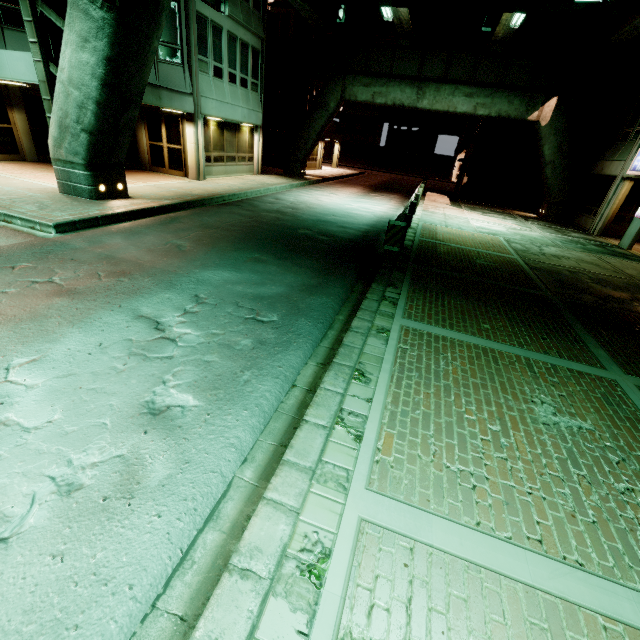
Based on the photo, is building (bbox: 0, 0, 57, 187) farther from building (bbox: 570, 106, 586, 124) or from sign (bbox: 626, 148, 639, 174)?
sign (bbox: 626, 148, 639, 174)

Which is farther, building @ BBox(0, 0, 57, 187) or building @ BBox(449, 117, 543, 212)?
building @ BBox(449, 117, 543, 212)

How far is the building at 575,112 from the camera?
21.7 meters

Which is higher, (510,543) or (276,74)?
(276,74)

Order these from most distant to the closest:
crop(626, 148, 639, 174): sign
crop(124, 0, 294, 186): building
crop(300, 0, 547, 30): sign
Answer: crop(626, 148, 639, 174): sign, crop(124, 0, 294, 186): building, crop(300, 0, 547, 30): sign

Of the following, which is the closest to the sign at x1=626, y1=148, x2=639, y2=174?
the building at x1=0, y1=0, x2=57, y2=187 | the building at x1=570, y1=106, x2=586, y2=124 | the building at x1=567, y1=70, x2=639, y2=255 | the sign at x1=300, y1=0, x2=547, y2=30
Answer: the building at x1=567, y1=70, x2=639, y2=255

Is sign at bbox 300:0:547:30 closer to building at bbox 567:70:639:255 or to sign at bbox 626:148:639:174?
building at bbox 567:70:639:255
